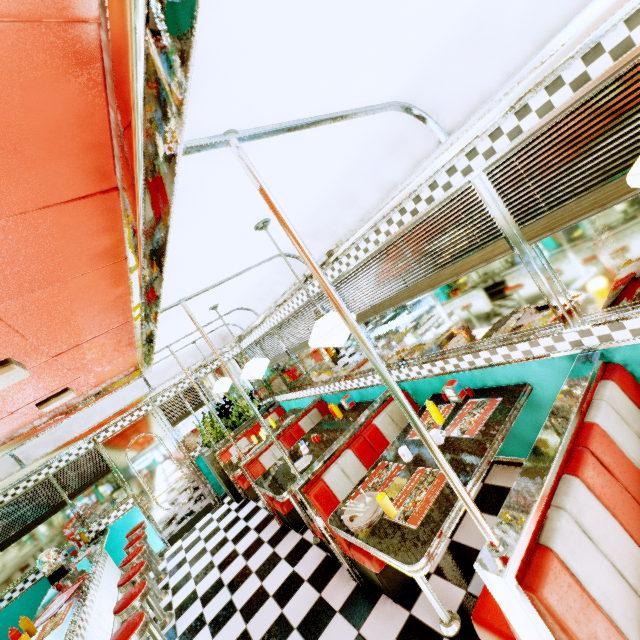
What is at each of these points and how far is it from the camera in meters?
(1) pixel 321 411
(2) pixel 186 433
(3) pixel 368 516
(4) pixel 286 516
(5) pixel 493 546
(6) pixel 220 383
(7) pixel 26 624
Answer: (1) seat, 5.3 m
(2) window, 7.1 m
(3) plate, 2.2 m
(4) seat, 4.3 m
(5) support pole, 1.3 m
(6) hanging light, 5.7 m
(7) sauce bottle, 3.3 m

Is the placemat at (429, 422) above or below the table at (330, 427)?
below

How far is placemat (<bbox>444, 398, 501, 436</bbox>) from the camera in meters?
2.5 m

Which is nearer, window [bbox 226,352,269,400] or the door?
the door

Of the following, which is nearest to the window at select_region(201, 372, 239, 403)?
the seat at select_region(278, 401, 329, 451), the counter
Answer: the seat at select_region(278, 401, 329, 451)

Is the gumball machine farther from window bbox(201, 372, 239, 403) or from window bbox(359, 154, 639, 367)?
window bbox(359, 154, 639, 367)

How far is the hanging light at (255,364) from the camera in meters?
3.9 m

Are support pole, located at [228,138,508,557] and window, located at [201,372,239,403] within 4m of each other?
no
